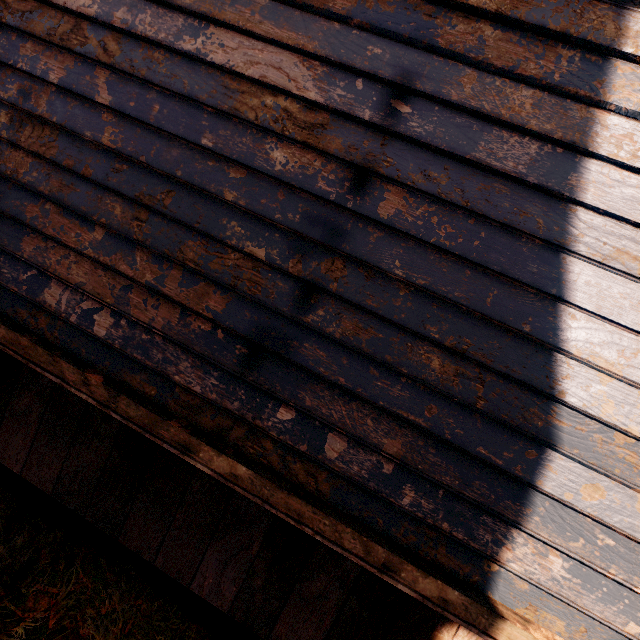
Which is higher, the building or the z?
the building

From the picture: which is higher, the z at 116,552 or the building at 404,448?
the building at 404,448

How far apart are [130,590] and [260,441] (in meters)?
1.40
